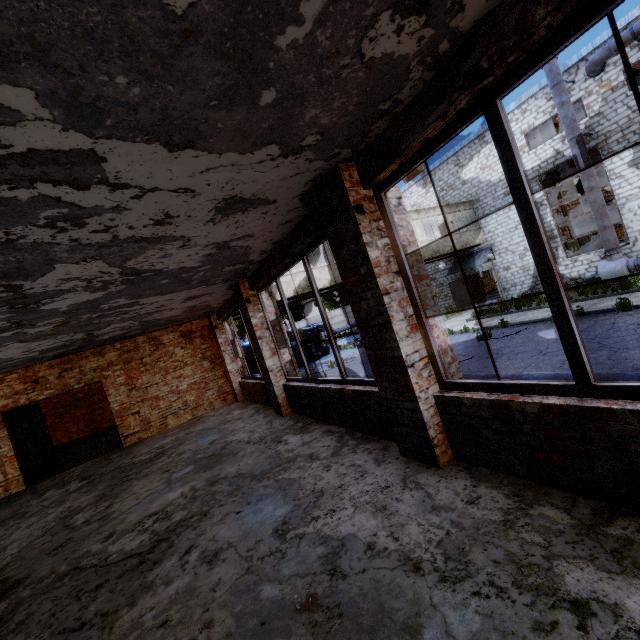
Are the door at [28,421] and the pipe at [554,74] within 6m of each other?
no

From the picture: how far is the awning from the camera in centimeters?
2184cm

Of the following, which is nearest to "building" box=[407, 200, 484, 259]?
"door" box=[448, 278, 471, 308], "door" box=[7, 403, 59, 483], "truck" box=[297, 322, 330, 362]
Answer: "door" box=[448, 278, 471, 308]

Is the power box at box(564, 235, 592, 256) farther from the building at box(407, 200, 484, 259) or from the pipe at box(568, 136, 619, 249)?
the building at box(407, 200, 484, 259)

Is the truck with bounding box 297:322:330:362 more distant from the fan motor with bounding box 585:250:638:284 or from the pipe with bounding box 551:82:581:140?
the pipe with bounding box 551:82:581:140

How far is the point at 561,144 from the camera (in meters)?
17.36

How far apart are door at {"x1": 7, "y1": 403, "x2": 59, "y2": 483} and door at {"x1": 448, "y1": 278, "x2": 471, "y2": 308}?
24.8 meters

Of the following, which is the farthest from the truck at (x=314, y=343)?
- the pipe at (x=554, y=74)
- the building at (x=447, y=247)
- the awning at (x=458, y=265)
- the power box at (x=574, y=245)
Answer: the pipe at (x=554, y=74)
